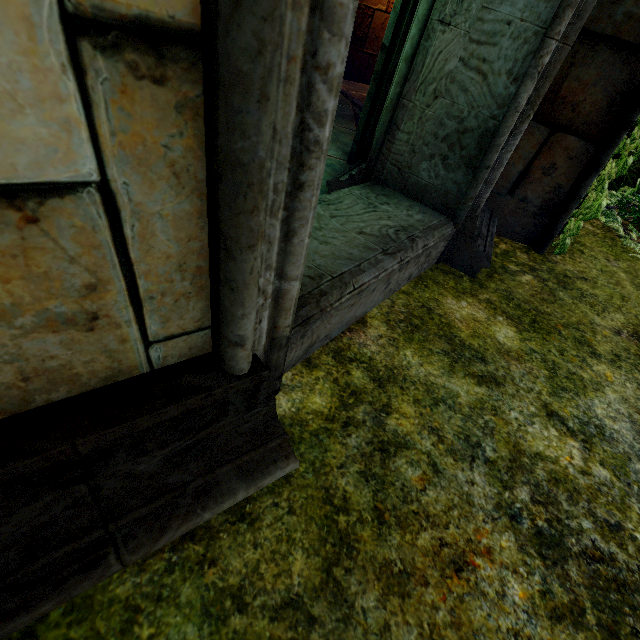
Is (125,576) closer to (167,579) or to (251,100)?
(167,579)
